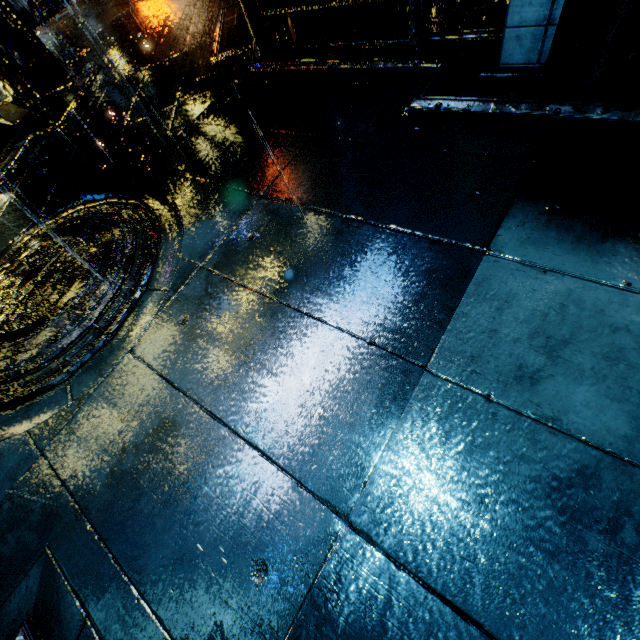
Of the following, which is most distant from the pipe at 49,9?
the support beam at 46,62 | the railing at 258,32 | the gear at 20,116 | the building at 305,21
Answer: the support beam at 46,62

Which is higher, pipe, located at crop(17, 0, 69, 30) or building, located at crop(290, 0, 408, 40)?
pipe, located at crop(17, 0, 69, 30)

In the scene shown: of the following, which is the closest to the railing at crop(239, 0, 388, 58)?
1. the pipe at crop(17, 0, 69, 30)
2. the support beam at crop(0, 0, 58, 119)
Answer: the support beam at crop(0, 0, 58, 119)

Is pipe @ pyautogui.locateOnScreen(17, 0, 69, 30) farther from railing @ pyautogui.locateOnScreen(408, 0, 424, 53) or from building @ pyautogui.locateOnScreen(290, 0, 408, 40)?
railing @ pyautogui.locateOnScreen(408, 0, 424, 53)

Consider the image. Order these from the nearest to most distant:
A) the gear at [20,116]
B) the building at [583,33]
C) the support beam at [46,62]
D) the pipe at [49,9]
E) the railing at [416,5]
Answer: the building at [583,33]
the railing at [416,5]
the gear at [20,116]
the support beam at [46,62]
the pipe at [49,9]

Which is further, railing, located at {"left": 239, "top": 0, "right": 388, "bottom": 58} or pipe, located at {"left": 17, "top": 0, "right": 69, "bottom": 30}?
pipe, located at {"left": 17, "top": 0, "right": 69, "bottom": 30}

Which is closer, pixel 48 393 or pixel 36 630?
pixel 36 630

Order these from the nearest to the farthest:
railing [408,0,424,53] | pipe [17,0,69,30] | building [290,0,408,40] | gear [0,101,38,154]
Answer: railing [408,0,424,53] < gear [0,101,38,154] < building [290,0,408,40] < pipe [17,0,69,30]
